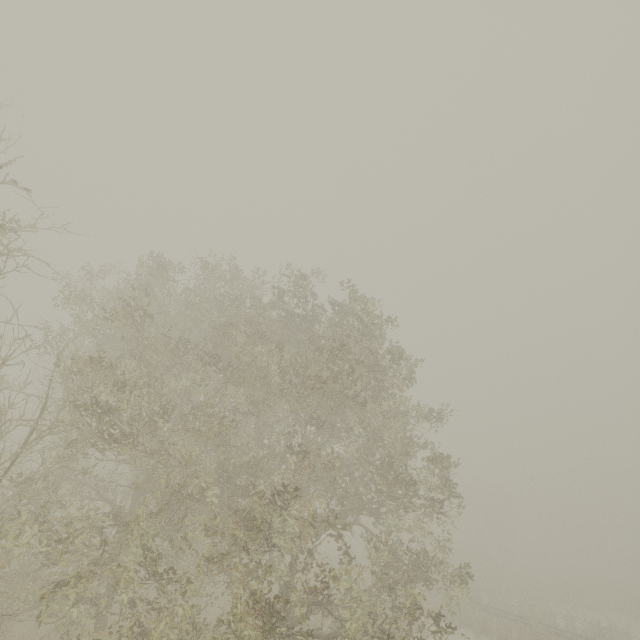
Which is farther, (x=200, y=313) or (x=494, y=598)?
(x=494, y=598)
